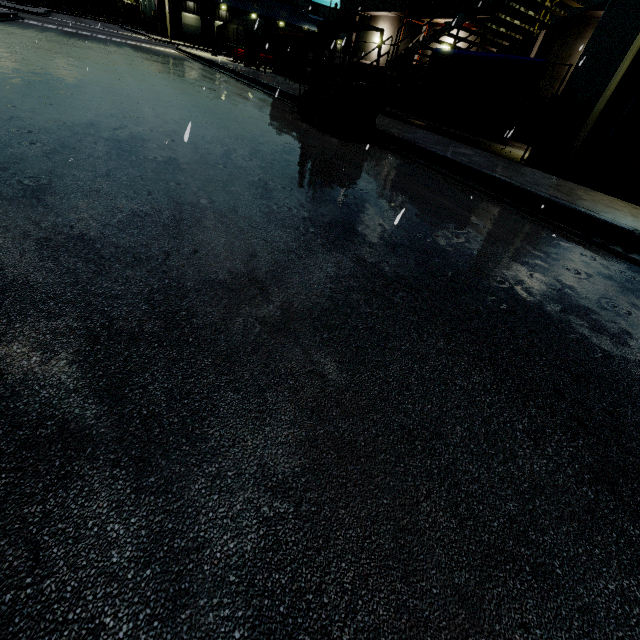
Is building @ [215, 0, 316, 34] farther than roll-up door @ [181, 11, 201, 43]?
No

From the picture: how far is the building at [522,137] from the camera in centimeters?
1504cm

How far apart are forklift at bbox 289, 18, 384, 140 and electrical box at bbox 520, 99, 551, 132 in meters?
11.7

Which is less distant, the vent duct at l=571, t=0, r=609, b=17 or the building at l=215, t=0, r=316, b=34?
the vent duct at l=571, t=0, r=609, b=17

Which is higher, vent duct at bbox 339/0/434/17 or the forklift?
vent duct at bbox 339/0/434/17

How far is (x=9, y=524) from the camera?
1.0 meters

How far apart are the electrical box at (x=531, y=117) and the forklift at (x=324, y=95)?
11.65m

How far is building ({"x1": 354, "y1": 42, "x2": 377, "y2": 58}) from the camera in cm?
2378
